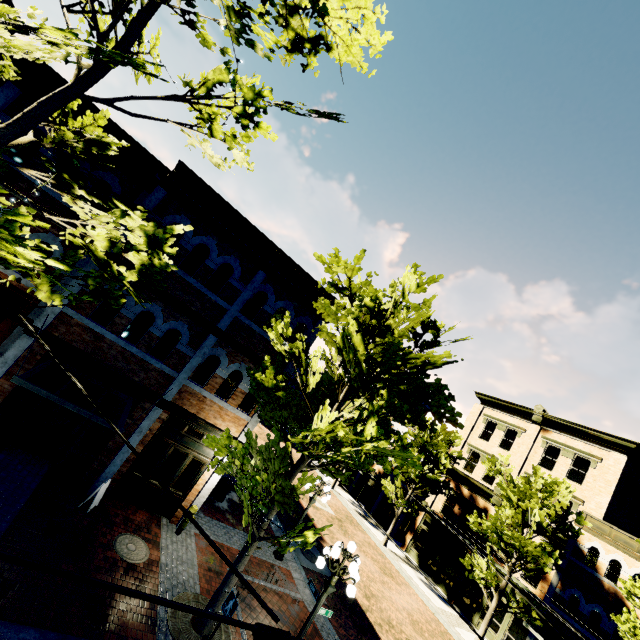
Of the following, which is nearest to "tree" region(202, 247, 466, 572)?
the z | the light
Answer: the z

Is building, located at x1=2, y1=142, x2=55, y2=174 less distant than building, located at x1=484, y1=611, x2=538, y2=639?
Yes

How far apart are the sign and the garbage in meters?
8.1

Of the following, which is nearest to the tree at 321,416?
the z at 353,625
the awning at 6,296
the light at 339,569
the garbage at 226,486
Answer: the z at 353,625

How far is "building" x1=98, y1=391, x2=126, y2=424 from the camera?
10.0 meters

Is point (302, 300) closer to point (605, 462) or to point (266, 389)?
point (266, 389)

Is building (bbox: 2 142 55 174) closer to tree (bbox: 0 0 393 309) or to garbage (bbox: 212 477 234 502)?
tree (bbox: 0 0 393 309)

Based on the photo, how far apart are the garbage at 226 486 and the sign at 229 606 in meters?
8.1
